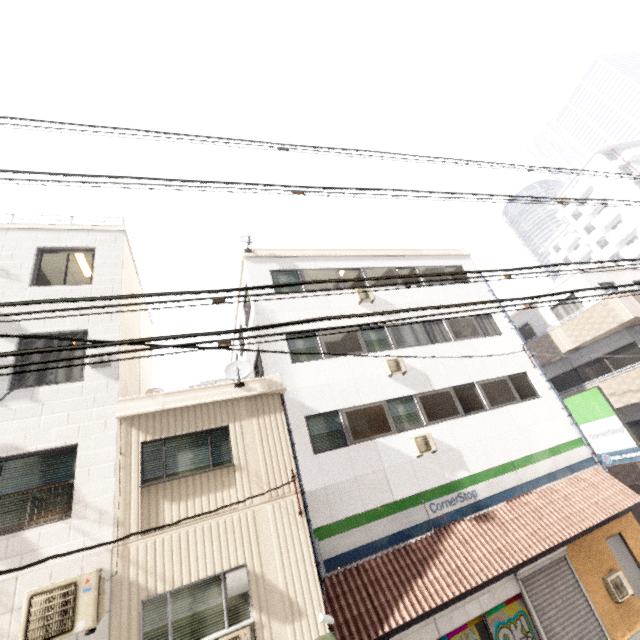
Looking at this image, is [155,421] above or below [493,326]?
below

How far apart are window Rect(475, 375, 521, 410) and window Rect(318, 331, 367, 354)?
4.55m

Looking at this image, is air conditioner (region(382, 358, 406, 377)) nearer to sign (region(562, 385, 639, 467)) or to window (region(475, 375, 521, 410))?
window (region(475, 375, 521, 410))

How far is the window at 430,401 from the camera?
11.38m

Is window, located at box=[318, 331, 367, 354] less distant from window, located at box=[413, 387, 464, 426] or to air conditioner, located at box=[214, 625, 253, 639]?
window, located at box=[413, 387, 464, 426]

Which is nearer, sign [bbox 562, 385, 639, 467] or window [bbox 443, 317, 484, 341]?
sign [bbox 562, 385, 639, 467]

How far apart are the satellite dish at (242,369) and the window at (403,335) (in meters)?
6.06

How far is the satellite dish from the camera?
8.41m
